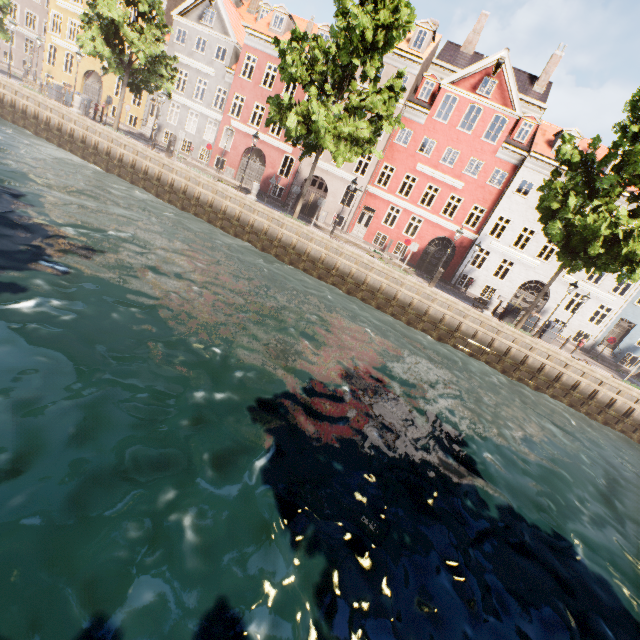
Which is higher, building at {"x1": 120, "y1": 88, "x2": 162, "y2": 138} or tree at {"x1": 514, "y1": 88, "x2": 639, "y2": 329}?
tree at {"x1": 514, "y1": 88, "x2": 639, "y2": 329}

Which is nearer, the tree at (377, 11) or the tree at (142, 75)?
the tree at (377, 11)

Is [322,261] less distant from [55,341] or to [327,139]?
[327,139]

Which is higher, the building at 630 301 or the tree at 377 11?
the tree at 377 11

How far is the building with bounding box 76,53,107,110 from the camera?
29.86m
